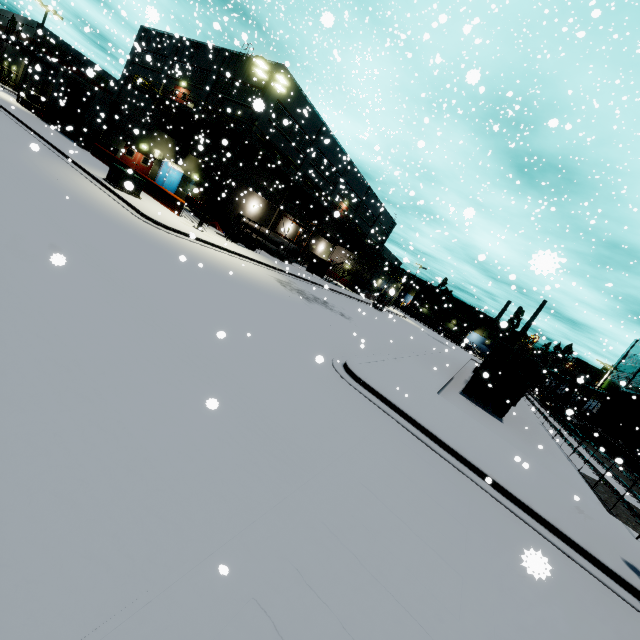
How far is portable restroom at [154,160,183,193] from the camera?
31.7m

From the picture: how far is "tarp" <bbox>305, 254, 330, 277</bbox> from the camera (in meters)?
32.78

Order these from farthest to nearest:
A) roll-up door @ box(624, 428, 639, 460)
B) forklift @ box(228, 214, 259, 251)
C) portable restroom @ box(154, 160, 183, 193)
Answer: portable restroom @ box(154, 160, 183, 193), roll-up door @ box(624, 428, 639, 460), forklift @ box(228, 214, 259, 251)

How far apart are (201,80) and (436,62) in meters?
37.6 m

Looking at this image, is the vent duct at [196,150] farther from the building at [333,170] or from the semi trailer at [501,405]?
the semi trailer at [501,405]

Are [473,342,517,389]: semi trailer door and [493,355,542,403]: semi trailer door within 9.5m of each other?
yes

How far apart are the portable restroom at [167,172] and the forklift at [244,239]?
12.1m

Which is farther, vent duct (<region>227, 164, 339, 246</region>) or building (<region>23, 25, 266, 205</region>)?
vent duct (<region>227, 164, 339, 246</region>)
